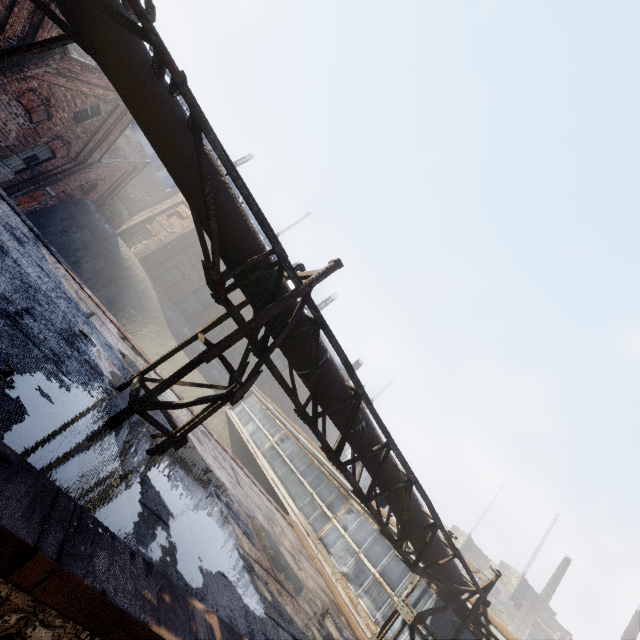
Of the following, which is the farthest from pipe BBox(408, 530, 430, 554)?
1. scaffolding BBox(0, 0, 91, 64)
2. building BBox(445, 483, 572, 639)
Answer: building BBox(445, 483, 572, 639)

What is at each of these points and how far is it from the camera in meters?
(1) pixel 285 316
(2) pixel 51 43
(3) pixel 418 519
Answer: (1) pipe, 4.6
(2) scaffolding, 3.7
(3) pipe, 6.4

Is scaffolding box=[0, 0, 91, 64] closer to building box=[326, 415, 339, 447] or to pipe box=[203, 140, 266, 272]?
pipe box=[203, 140, 266, 272]

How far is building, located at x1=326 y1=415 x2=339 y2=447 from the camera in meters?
36.2 m

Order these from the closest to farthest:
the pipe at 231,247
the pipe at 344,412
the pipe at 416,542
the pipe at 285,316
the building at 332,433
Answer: the pipe at 231,247 → the pipe at 285,316 → the pipe at 344,412 → the pipe at 416,542 → the building at 332,433

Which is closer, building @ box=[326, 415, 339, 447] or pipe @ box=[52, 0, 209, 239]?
pipe @ box=[52, 0, 209, 239]

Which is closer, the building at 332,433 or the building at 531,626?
the building at 531,626

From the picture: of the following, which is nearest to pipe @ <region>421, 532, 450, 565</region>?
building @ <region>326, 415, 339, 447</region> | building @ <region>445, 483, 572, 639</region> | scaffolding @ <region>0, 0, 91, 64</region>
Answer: scaffolding @ <region>0, 0, 91, 64</region>
